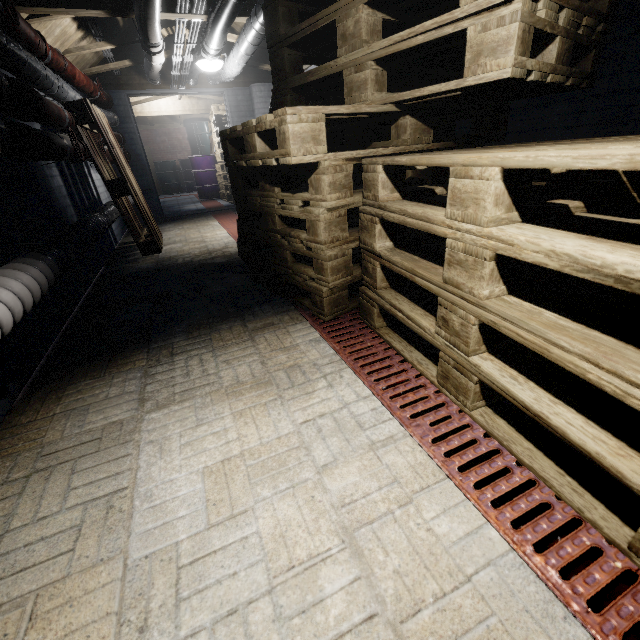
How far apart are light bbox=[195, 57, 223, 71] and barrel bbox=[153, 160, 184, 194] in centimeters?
781cm

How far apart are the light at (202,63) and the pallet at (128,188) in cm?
121

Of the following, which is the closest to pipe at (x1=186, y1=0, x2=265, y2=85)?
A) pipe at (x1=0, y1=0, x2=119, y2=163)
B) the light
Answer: the light

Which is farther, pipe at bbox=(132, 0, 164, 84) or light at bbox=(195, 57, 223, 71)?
light at bbox=(195, 57, 223, 71)

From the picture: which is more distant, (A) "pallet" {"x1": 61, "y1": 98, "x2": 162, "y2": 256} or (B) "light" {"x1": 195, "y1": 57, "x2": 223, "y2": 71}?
(B) "light" {"x1": 195, "y1": 57, "x2": 223, "y2": 71}

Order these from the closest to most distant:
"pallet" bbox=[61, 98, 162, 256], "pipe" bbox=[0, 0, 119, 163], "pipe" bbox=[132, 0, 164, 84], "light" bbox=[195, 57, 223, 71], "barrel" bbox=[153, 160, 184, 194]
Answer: A:
"pipe" bbox=[0, 0, 119, 163]
"pipe" bbox=[132, 0, 164, 84]
"pallet" bbox=[61, 98, 162, 256]
"light" bbox=[195, 57, 223, 71]
"barrel" bbox=[153, 160, 184, 194]

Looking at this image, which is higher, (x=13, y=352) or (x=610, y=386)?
(x=610, y=386)

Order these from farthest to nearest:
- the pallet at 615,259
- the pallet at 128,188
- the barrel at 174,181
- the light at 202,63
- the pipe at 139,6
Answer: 1. the barrel at 174,181
2. the light at 202,63
3. the pallet at 128,188
4. the pipe at 139,6
5. the pallet at 615,259
